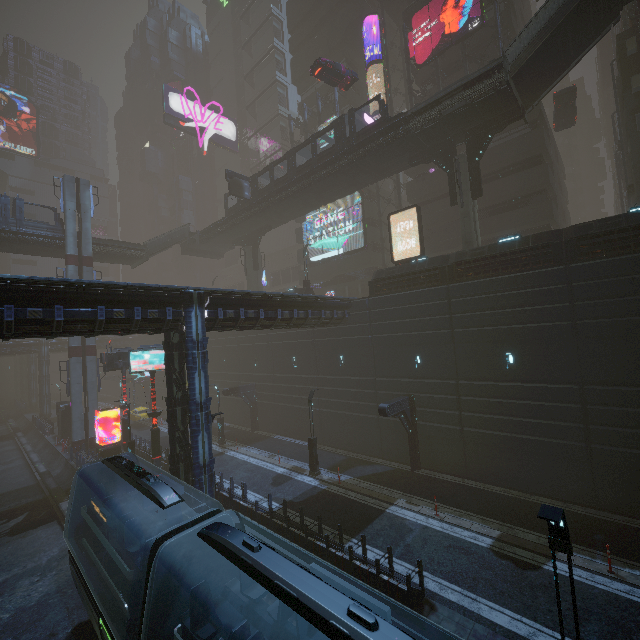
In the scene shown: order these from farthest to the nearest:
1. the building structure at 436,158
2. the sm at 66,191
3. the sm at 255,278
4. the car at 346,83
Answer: the sm at 255,278 < the sm at 66,191 < the car at 346,83 < the building structure at 436,158

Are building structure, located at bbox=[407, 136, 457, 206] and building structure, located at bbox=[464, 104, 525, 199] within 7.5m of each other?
yes

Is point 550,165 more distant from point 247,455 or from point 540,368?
point 247,455

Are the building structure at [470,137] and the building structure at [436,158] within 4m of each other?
yes

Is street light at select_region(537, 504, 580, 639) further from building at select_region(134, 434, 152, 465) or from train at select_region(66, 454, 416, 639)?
train at select_region(66, 454, 416, 639)

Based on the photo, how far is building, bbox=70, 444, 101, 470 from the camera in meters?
25.0 m

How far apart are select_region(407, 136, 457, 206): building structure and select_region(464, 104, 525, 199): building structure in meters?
0.7

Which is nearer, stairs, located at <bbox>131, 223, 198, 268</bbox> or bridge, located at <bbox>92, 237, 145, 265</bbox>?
bridge, located at <bbox>92, 237, 145, 265</bbox>
